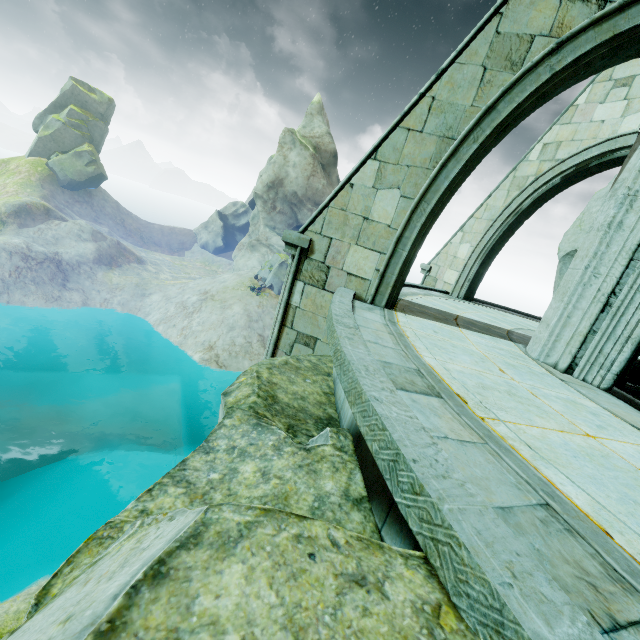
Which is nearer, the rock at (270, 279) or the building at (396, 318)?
the building at (396, 318)

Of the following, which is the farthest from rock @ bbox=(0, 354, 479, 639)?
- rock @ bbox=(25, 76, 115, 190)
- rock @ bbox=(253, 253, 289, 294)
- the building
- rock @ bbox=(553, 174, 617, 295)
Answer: rock @ bbox=(25, 76, 115, 190)

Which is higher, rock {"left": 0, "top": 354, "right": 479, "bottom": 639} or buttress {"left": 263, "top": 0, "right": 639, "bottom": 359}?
buttress {"left": 263, "top": 0, "right": 639, "bottom": 359}

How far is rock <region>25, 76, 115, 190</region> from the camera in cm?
5047

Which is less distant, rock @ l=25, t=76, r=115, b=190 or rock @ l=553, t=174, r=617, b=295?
rock @ l=553, t=174, r=617, b=295

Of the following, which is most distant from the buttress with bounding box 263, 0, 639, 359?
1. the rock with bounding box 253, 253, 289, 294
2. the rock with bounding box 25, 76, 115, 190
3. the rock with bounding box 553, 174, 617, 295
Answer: the rock with bounding box 25, 76, 115, 190

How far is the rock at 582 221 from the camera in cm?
1391

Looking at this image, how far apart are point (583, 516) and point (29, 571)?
20.05m
